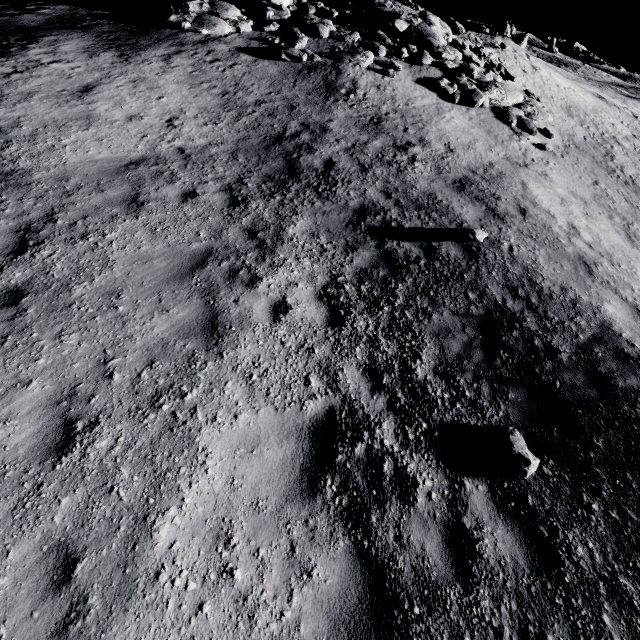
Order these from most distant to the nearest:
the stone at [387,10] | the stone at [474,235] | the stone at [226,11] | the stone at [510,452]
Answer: the stone at [387,10], the stone at [226,11], the stone at [474,235], the stone at [510,452]

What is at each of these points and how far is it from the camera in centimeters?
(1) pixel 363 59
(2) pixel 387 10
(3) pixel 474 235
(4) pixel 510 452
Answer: (1) stone, 1372cm
(2) stone, 1636cm
(3) stone, 755cm
(4) stone, 449cm

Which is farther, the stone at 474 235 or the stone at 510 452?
the stone at 474 235

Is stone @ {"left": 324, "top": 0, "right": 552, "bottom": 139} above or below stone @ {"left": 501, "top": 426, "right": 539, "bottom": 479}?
above

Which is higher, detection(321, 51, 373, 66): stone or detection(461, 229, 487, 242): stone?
detection(321, 51, 373, 66): stone

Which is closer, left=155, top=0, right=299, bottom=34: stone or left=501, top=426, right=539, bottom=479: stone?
left=501, top=426, right=539, bottom=479: stone

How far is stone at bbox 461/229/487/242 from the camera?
7.5m

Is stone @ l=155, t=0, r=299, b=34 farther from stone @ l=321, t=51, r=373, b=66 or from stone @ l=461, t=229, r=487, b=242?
stone @ l=461, t=229, r=487, b=242
